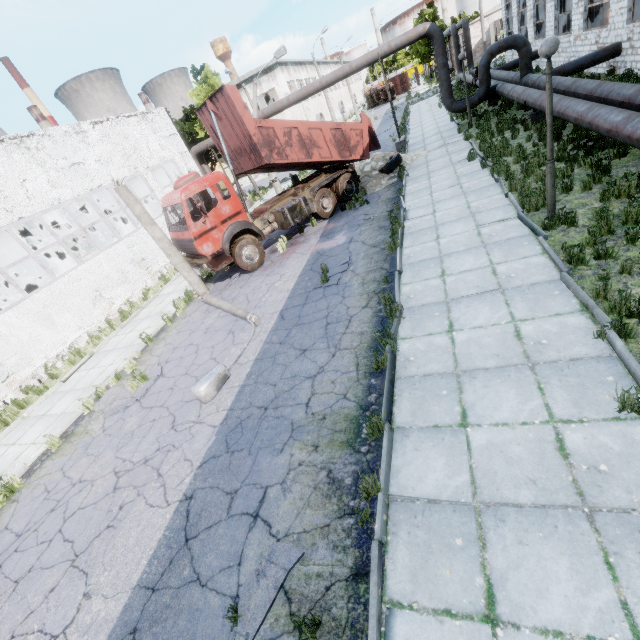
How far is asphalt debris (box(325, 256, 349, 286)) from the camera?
9.2m

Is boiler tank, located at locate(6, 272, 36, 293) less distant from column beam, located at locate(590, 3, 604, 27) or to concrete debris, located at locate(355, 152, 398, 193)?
concrete debris, located at locate(355, 152, 398, 193)

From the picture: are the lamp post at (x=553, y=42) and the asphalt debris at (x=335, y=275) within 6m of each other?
yes

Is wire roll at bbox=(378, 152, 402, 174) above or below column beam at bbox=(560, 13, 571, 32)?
below

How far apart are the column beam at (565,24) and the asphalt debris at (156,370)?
30.2 meters

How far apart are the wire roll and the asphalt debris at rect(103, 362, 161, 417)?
13.40m

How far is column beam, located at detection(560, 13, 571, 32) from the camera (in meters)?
20.11

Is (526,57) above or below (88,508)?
above
